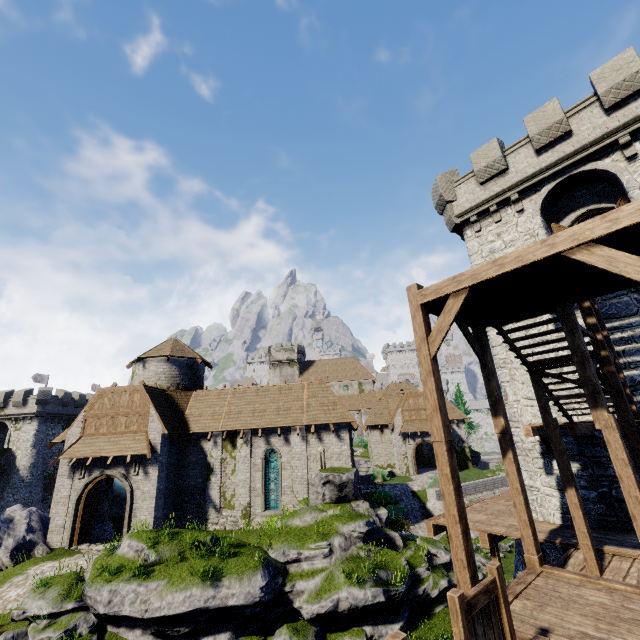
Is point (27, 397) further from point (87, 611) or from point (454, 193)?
point (454, 193)

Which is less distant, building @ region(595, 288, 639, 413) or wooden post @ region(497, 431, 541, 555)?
wooden post @ region(497, 431, 541, 555)

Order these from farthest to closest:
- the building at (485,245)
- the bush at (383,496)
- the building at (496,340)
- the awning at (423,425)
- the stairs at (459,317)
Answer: the awning at (423,425), the bush at (383,496), the building at (496,340), the building at (485,245), the stairs at (459,317)

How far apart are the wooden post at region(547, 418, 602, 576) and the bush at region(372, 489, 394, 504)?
21.5m

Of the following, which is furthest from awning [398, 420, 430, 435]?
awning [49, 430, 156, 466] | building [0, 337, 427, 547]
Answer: awning [49, 430, 156, 466]

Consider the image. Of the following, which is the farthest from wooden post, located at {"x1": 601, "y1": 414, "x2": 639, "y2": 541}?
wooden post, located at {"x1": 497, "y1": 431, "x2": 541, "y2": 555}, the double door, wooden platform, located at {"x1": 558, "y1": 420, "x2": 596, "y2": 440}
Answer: the double door

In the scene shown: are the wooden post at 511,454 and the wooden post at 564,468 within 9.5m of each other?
yes

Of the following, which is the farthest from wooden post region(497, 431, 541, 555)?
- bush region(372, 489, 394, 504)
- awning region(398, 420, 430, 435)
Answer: awning region(398, 420, 430, 435)
